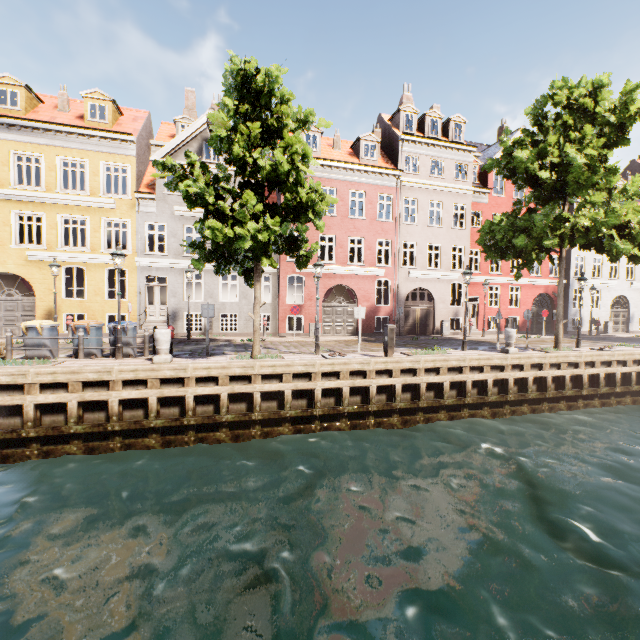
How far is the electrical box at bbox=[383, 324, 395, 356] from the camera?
11.9m

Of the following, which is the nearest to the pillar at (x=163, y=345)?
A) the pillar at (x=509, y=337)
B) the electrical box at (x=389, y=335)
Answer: the electrical box at (x=389, y=335)

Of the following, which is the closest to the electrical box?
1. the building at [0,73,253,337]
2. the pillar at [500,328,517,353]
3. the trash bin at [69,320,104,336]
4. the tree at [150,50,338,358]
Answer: the tree at [150,50,338,358]

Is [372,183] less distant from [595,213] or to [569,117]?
[569,117]

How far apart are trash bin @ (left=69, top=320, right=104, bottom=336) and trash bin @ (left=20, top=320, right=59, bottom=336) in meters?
0.4 m

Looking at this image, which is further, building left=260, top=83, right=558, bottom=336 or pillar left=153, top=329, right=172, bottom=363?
building left=260, top=83, right=558, bottom=336

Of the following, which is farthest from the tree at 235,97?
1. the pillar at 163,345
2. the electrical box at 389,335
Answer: the electrical box at 389,335

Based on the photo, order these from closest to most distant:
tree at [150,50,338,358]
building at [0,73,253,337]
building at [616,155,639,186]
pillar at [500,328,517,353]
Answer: tree at [150,50,338,358], pillar at [500,328,517,353], building at [0,73,253,337], building at [616,155,639,186]
